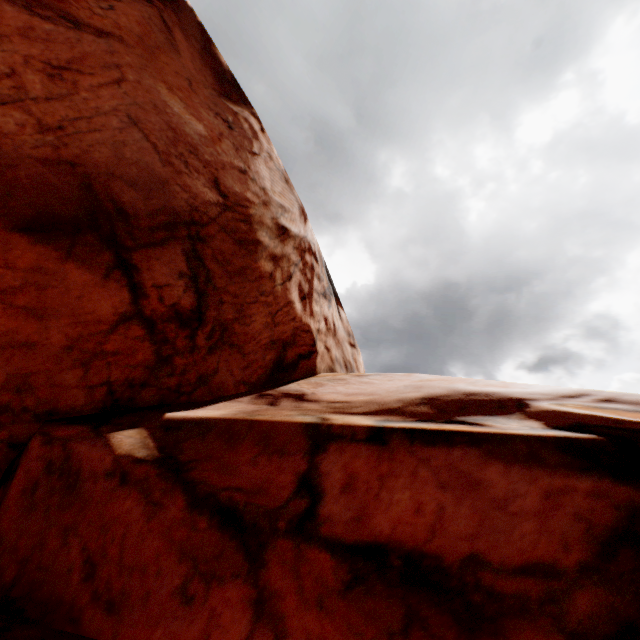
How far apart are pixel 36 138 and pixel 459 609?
7.43m
